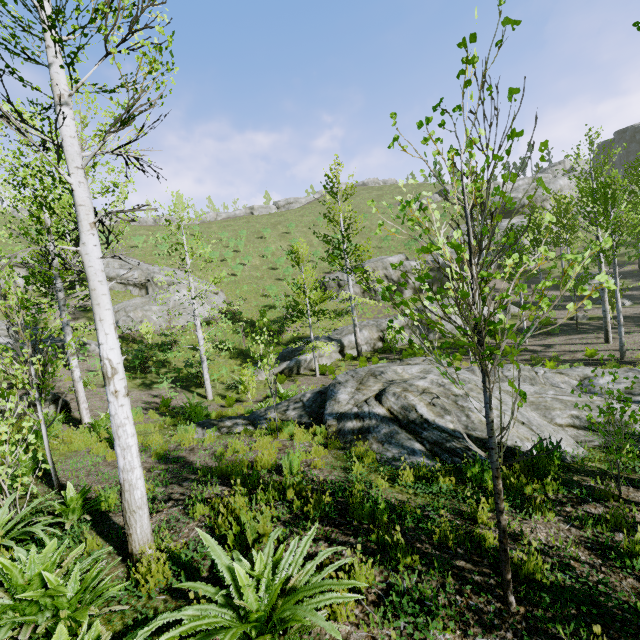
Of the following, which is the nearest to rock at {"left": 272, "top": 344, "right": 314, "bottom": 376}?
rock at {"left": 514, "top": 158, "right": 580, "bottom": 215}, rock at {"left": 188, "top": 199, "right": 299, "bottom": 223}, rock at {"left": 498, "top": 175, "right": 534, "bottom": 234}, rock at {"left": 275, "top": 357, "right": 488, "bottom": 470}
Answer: rock at {"left": 275, "top": 357, "right": 488, "bottom": 470}

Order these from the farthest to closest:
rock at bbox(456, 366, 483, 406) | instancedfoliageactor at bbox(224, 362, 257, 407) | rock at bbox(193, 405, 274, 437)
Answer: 1. instancedfoliageactor at bbox(224, 362, 257, 407)
2. rock at bbox(193, 405, 274, 437)
3. rock at bbox(456, 366, 483, 406)

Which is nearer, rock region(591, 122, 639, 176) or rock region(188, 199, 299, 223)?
rock region(591, 122, 639, 176)

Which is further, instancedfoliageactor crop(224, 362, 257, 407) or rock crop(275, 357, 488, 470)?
instancedfoliageactor crop(224, 362, 257, 407)

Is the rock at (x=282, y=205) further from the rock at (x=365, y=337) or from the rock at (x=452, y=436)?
the rock at (x=452, y=436)

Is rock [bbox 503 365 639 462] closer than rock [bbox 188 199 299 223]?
Yes

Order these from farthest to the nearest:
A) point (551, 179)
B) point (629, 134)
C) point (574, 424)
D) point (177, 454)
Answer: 1. point (629, 134)
2. point (551, 179)
3. point (177, 454)
4. point (574, 424)

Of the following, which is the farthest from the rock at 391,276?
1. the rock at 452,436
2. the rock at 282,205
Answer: the rock at 282,205
